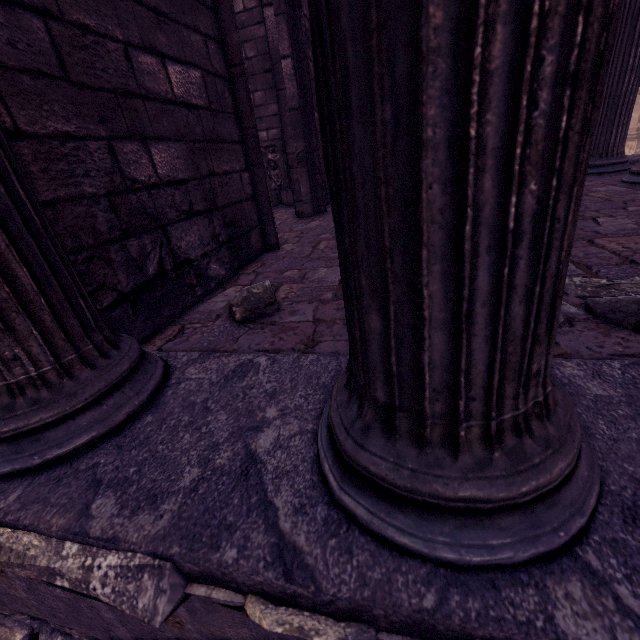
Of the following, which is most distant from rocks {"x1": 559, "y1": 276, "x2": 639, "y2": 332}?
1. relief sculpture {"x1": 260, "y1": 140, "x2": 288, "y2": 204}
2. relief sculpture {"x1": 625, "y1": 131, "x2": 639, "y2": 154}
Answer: relief sculpture {"x1": 260, "y1": 140, "x2": 288, "y2": 204}

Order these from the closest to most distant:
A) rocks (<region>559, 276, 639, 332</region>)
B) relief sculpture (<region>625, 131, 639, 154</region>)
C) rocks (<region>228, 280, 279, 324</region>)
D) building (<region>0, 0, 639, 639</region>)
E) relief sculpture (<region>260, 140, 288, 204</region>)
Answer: building (<region>0, 0, 639, 639</region>)
rocks (<region>559, 276, 639, 332</region>)
rocks (<region>228, 280, 279, 324</region>)
relief sculpture (<region>260, 140, 288, 204</region>)
relief sculpture (<region>625, 131, 639, 154</region>)

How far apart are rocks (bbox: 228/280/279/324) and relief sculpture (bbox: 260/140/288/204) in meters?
5.7 m

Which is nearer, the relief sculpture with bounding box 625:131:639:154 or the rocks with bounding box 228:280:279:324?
the rocks with bounding box 228:280:279:324

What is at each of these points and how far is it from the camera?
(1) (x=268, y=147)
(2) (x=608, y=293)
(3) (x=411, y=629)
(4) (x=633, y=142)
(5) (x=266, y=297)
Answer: (1) relief sculpture, 6.79m
(2) rocks, 1.53m
(3) building, 0.61m
(4) relief sculpture, 14.97m
(5) rocks, 1.94m

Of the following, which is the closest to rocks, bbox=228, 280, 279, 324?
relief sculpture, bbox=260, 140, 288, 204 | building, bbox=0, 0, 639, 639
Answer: building, bbox=0, 0, 639, 639

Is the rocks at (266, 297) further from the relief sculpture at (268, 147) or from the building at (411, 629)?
the relief sculpture at (268, 147)

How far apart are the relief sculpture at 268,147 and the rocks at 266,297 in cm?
567
